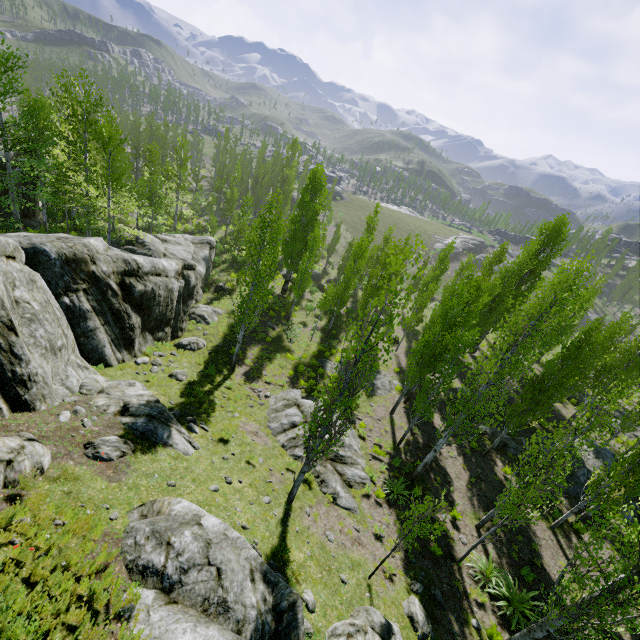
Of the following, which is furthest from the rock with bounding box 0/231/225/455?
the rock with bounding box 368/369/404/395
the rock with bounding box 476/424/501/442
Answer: the rock with bounding box 476/424/501/442

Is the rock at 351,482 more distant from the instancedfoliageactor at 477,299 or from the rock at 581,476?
the rock at 581,476

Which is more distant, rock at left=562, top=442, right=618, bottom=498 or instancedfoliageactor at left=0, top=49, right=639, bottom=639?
rock at left=562, top=442, right=618, bottom=498

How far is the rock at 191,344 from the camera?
20.6 meters

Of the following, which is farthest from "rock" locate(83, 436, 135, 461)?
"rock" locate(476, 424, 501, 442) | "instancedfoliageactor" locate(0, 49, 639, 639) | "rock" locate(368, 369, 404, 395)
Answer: "rock" locate(476, 424, 501, 442)

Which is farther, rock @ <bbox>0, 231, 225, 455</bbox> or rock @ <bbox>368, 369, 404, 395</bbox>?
rock @ <bbox>368, 369, 404, 395</bbox>

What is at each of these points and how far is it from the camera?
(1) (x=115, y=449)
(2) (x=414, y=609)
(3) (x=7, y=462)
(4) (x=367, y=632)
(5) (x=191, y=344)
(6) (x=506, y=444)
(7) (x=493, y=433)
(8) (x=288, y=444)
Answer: (1) rock, 8.64m
(2) rock, 10.00m
(3) rock, 6.51m
(4) rock, 7.90m
(5) rock, 20.88m
(6) rock, 20.69m
(7) rock, 21.72m
(8) rock, 14.66m

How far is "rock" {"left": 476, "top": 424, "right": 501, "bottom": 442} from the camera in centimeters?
2130cm
